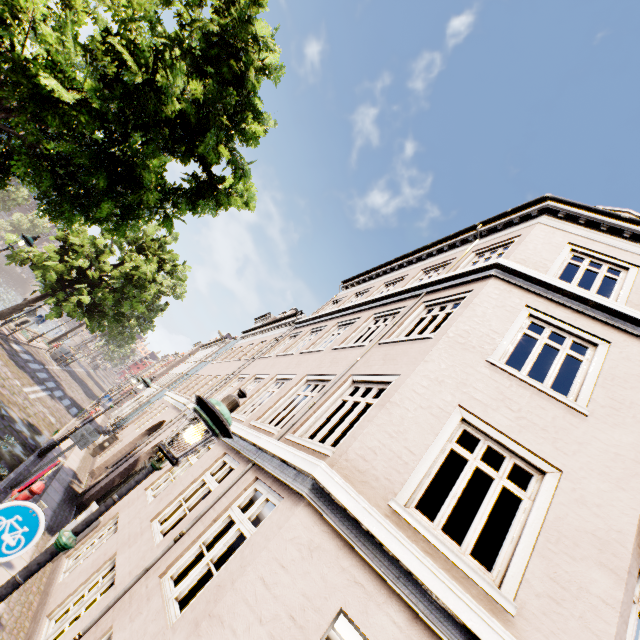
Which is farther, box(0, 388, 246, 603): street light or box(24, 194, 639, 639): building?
box(24, 194, 639, 639): building

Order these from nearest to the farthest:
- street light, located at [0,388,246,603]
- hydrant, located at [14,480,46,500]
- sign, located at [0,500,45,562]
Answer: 1. street light, located at [0,388,246,603]
2. sign, located at [0,500,45,562]
3. hydrant, located at [14,480,46,500]

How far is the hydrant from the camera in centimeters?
559cm

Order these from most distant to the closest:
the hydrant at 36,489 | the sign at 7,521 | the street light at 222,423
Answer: the hydrant at 36,489 → the sign at 7,521 → the street light at 222,423

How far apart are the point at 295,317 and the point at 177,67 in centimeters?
1212cm

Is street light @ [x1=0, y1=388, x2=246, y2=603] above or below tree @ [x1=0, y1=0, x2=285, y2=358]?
below

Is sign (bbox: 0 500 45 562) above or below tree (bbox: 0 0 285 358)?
below

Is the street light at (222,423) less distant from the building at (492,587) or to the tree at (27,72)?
the building at (492,587)
